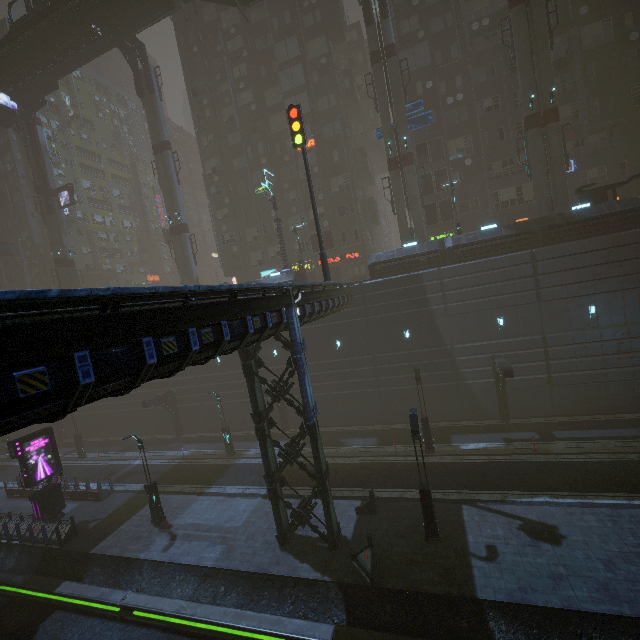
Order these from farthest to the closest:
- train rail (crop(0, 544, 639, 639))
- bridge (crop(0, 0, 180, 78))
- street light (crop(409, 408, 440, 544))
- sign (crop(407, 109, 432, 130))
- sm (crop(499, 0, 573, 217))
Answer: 1. bridge (crop(0, 0, 180, 78))
2. sign (crop(407, 109, 432, 130))
3. sm (crop(499, 0, 573, 217))
4. street light (crop(409, 408, 440, 544))
5. train rail (crop(0, 544, 639, 639))

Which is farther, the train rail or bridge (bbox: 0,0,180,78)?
bridge (bbox: 0,0,180,78)

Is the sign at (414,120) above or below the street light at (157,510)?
above

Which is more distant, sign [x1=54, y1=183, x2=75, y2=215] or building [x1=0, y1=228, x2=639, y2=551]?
sign [x1=54, y1=183, x2=75, y2=215]

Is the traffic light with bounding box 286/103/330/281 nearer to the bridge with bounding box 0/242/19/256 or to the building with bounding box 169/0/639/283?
the building with bounding box 169/0/639/283

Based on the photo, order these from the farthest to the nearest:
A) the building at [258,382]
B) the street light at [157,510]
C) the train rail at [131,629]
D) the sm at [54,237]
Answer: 1. the sm at [54,237]
2. the street light at [157,510]
3. the train rail at [131,629]
4. the building at [258,382]

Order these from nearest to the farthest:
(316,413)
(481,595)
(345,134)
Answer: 1. (481,595)
2. (316,413)
3. (345,134)

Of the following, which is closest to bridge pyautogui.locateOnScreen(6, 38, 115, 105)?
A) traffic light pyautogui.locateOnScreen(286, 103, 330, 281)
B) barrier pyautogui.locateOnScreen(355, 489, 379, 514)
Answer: traffic light pyautogui.locateOnScreen(286, 103, 330, 281)
